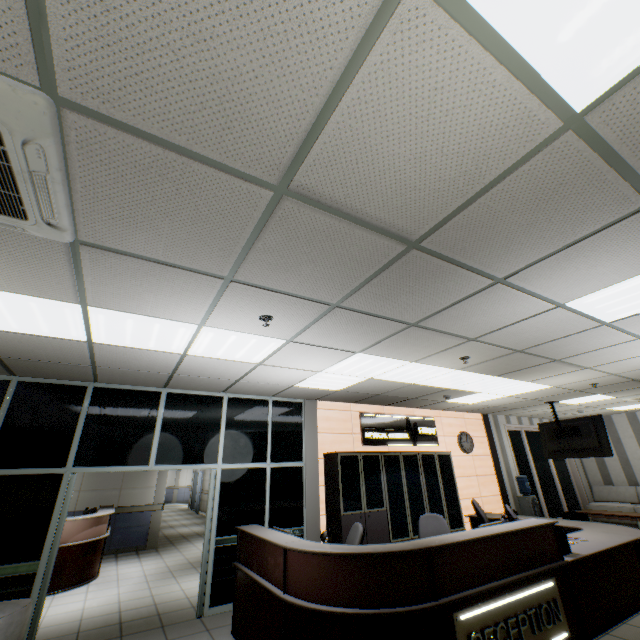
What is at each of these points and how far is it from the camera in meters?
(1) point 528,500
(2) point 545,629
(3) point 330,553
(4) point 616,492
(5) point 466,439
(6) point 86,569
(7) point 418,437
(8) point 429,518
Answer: (1) water container, 8.7 m
(2) sign, 3.4 m
(3) desk, 3.0 m
(4) sofa, 10.4 m
(5) clock, 8.9 m
(6) desk, 6.4 m
(7) sign, 8.1 m
(8) chair, 5.2 m

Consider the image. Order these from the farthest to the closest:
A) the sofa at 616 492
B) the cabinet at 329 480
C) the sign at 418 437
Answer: the sofa at 616 492
the sign at 418 437
the cabinet at 329 480

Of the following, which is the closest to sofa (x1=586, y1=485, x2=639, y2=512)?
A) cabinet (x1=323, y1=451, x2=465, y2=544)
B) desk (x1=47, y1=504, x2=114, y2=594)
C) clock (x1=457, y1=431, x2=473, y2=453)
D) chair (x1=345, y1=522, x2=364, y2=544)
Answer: clock (x1=457, y1=431, x2=473, y2=453)

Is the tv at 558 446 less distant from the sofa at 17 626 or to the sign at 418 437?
the sign at 418 437

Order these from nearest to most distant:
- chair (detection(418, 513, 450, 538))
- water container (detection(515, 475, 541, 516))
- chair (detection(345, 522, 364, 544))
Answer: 1. chair (detection(345, 522, 364, 544))
2. chair (detection(418, 513, 450, 538))
3. water container (detection(515, 475, 541, 516))

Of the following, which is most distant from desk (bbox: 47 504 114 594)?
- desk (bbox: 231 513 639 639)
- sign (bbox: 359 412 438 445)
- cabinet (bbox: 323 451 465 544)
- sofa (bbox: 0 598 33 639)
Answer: sign (bbox: 359 412 438 445)

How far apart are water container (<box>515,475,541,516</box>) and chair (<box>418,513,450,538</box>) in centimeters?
539cm

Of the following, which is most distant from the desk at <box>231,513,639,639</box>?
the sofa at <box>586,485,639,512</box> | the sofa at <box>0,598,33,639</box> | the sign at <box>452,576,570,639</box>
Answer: the sofa at <box>586,485,639,512</box>
